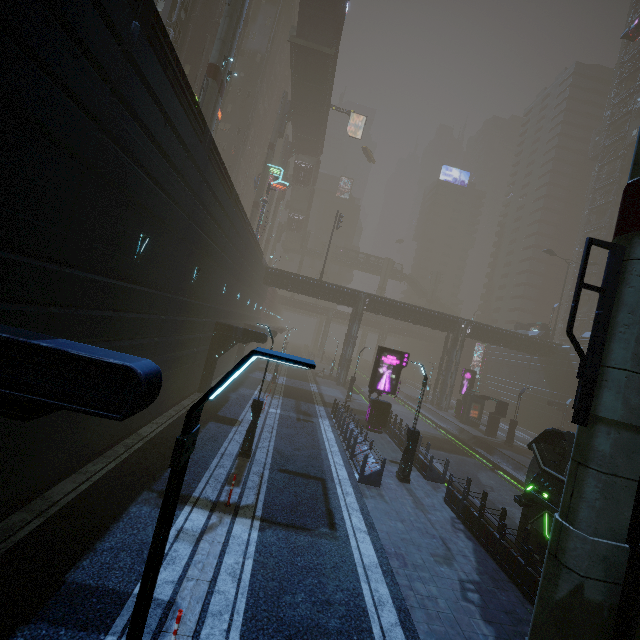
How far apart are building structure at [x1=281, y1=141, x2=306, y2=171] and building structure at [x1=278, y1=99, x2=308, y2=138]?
9.89m

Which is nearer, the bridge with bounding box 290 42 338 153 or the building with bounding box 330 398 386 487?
the building with bounding box 330 398 386 487

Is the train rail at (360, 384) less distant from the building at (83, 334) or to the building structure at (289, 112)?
the building at (83, 334)

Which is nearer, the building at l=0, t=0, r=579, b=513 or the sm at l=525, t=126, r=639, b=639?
the building at l=0, t=0, r=579, b=513

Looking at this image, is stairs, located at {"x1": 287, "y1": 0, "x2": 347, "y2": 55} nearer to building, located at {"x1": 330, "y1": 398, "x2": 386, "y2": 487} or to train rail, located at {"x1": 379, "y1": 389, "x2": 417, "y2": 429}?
building, located at {"x1": 330, "y1": 398, "x2": 386, "y2": 487}

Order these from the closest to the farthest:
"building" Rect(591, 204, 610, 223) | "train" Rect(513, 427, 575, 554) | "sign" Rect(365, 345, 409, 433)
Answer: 1. "train" Rect(513, 427, 575, 554)
2. "sign" Rect(365, 345, 409, 433)
3. "building" Rect(591, 204, 610, 223)

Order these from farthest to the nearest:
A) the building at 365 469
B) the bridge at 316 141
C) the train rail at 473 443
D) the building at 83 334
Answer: the bridge at 316 141
the train rail at 473 443
the building at 365 469
the building at 83 334

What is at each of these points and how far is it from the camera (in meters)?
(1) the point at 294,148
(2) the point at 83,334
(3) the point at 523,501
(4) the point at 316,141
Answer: (1) building structure, 58.28
(2) building, 8.33
(3) train, 11.73
(4) bridge, 56.06
